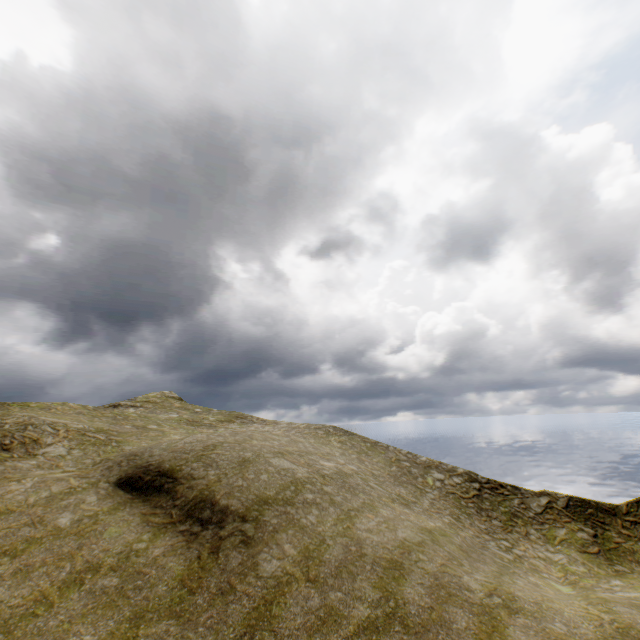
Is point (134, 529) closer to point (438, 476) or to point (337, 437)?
point (337, 437)
